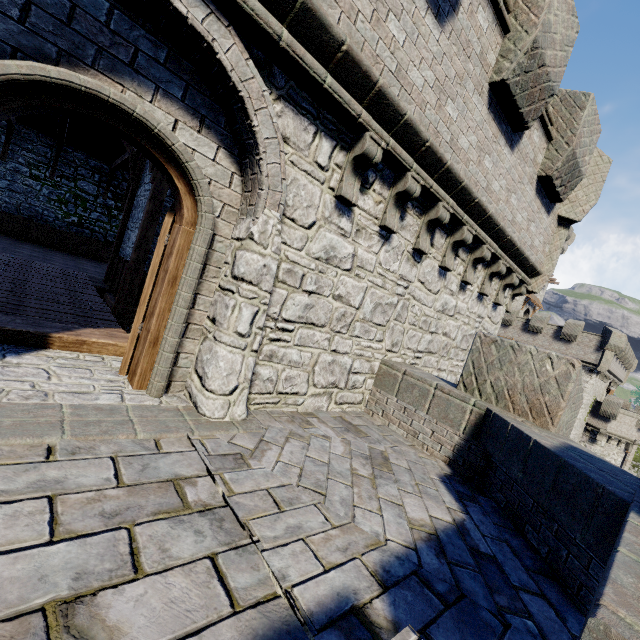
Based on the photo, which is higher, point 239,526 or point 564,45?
point 564,45

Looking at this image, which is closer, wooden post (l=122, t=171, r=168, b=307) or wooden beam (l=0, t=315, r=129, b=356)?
wooden beam (l=0, t=315, r=129, b=356)

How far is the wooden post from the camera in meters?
8.2 m

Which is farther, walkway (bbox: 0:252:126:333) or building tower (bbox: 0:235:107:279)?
building tower (bbox: 0:235:107:279)

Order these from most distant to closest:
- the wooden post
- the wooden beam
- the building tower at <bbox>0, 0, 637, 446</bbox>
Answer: the wooden post → the wooden beam → the building tower at <bbox>0, 0, 637, 446</bbox>

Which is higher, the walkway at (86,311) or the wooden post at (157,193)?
the wooden post at (157,193)

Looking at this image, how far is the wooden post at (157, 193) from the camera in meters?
8.2 m

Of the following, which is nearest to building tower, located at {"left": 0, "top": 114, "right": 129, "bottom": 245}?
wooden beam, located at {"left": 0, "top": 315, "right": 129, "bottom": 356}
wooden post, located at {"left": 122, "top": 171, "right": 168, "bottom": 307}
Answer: wooden beam, located at {"left": 0, "top": 315, "right": 129, "bottom": 356}
